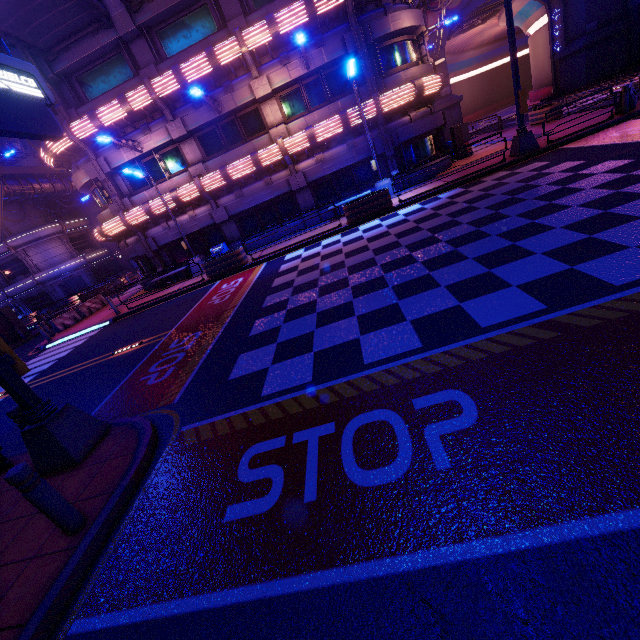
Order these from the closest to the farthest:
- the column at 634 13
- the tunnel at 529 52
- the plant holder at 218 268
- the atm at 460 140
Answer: the plant holder at 218 268 → the atm at 460 140 → the column at 634 13 → the tunnel at 529 52

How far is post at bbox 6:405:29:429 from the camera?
5.6m

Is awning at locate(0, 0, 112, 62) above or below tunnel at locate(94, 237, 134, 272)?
above

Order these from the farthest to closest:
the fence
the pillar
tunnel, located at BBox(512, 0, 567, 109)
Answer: tunnel, located at BBox(512, 0, 567, 109) < the pillar < the fence

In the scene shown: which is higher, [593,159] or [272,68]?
[272,68]

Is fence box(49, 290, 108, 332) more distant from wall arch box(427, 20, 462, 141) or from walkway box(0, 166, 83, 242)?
wall arch box(427, 20, 462, 141)

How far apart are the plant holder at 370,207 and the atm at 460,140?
8.27m

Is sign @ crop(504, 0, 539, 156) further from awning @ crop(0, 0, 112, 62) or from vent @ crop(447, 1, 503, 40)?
vent @ crop(447, 1, 503, 40)
